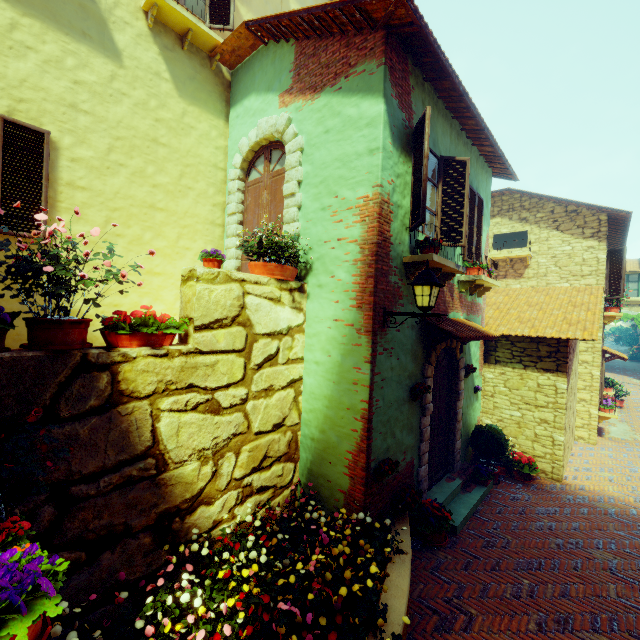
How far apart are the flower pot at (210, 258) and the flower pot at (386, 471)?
3.6m

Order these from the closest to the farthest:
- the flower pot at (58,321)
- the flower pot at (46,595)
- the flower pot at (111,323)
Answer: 1. the flower pot at (46,595)
2. the flower pot at (58,321)
3. the flower pot at (111,323)

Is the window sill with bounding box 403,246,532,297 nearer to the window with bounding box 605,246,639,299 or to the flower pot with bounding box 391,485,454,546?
the window with bounding box 605,246,639,299

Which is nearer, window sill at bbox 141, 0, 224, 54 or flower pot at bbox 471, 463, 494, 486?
window sill at bbox 141, 0, 224, 54

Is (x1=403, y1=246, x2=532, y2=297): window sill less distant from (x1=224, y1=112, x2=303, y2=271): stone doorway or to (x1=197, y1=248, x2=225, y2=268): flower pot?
(x1=224, y1=112, x2=303, y2=271): stone doorway

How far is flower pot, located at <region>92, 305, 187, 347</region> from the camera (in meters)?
3.42

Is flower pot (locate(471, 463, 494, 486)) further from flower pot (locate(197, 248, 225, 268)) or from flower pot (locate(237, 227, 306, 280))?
flower pot (locate(197, 248, 225, 268))

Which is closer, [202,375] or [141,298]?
[202,375]
